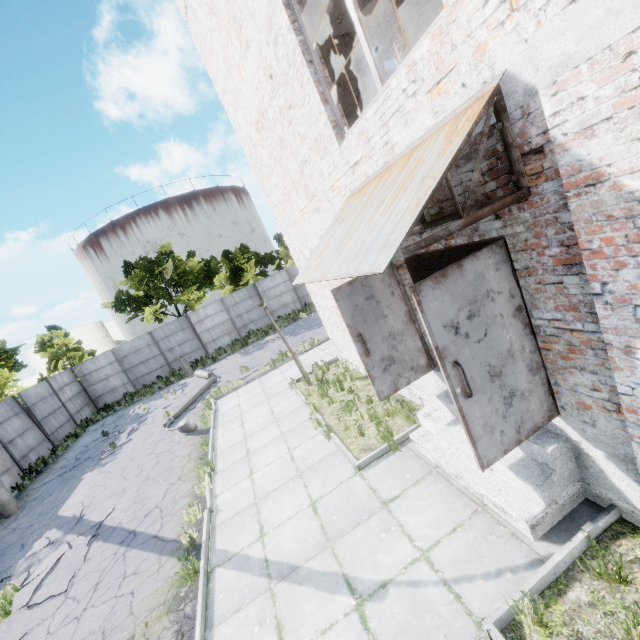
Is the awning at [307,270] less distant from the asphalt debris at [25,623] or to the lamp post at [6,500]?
the asphalt debris at [25,623]

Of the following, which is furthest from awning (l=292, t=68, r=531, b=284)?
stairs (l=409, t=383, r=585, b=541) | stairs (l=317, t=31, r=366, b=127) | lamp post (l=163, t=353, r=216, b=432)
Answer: lamp post (l=163, t=353, r=216, b=432)

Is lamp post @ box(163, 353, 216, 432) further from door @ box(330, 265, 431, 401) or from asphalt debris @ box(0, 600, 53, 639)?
door @ box(330, 265, 431, 401)

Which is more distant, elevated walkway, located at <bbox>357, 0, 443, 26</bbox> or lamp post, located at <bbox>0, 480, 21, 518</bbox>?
lamp post, located at <bbox>0, 480, 21, 518</bbox>

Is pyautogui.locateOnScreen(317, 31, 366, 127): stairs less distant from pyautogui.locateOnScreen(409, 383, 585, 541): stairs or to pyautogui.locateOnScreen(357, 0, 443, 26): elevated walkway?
pyautogui.locateOnScreen(357, 0, 443, 26): elevated walkway

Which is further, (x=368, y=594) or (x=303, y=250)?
(x=303, y=250)

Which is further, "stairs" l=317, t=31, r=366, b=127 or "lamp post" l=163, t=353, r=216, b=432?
"lamp post" l=163, t=353, r=216, b=432

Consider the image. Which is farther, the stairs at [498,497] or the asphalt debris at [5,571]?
the asphalt debris at [5,571]
